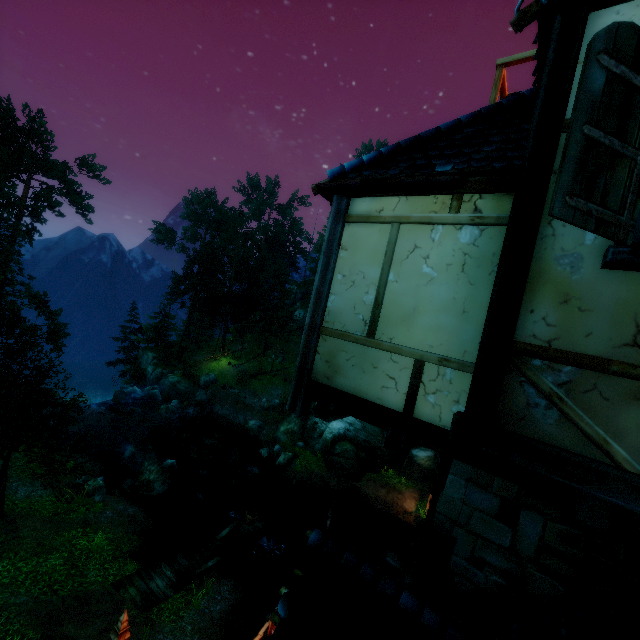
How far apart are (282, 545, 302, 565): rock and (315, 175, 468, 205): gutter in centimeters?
1912cm

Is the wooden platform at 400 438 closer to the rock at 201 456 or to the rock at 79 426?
the rock at 201 456

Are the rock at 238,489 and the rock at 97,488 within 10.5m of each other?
yes

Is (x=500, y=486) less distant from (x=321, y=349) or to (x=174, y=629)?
(x=321, y=349)

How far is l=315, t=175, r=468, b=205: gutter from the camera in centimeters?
342cm

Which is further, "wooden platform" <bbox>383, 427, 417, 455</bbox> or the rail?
the rail

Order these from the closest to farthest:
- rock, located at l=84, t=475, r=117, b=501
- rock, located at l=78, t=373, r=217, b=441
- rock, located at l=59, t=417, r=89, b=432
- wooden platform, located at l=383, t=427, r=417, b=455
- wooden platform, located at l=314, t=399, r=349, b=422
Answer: wooden platform, located at l=383, t=427, r=417, b=455 < wooden platform, located at l=314, t=399, r=349, b=422 < rock, located at l=84, t=475, r=117, b=501 < rock, located at l=59, t=417, r=89, b=432 < rock, located at l=78, t=373, r=217, b=441

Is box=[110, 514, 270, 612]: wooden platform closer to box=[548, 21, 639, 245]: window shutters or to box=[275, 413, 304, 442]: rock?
box=[275, 413, 304, 442]: rock
